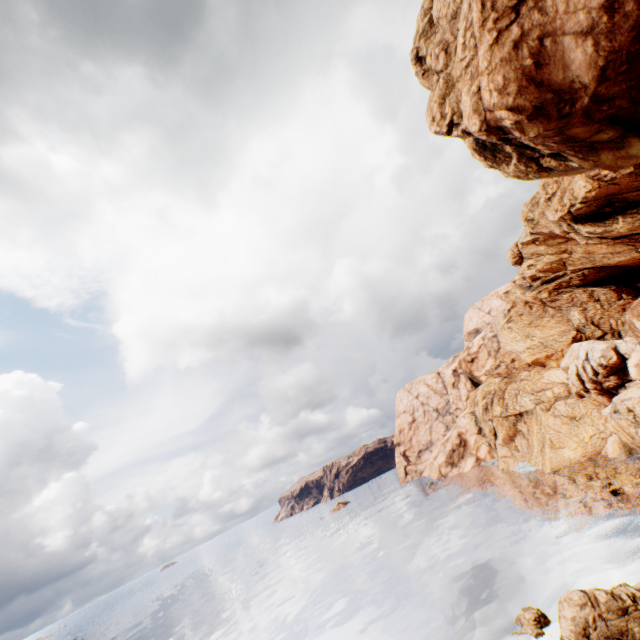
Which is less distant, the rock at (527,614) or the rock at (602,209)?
the rock at (602,209)

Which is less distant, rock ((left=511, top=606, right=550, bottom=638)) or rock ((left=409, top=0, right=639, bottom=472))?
rock ((left=409, top=0, right=639, bottom=472))

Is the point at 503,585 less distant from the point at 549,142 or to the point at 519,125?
the point at 549,142

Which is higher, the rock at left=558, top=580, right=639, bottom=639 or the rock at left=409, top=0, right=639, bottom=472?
the rock at left=409, top=0, right=639, bottom=472
